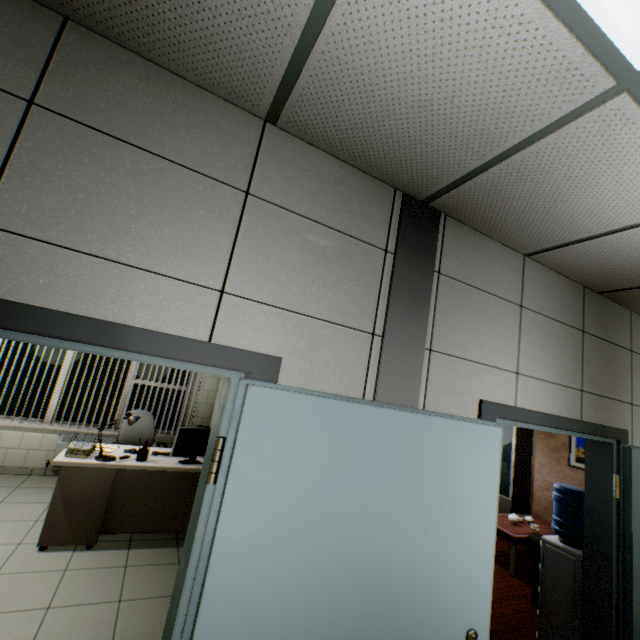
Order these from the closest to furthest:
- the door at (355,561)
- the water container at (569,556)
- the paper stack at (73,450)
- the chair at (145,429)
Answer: the door at (355,561)
the water container at (569,556)
the paper stack at (73,450)
the chair at (145,429)

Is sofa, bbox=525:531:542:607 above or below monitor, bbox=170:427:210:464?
below

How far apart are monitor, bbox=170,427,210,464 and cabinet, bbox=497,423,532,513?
5.6m

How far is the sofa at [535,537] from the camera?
3.6 meters

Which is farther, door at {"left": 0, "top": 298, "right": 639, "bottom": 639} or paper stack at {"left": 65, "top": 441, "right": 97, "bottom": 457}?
paper stack at {"left": 65, "top": 441, "right": 97, "bottom": 457}

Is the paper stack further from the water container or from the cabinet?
the cabinet

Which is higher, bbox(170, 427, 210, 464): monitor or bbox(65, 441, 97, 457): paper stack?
bbox(170, 427, 210, 464): monitor

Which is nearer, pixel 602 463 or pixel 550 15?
pixel 550 15
